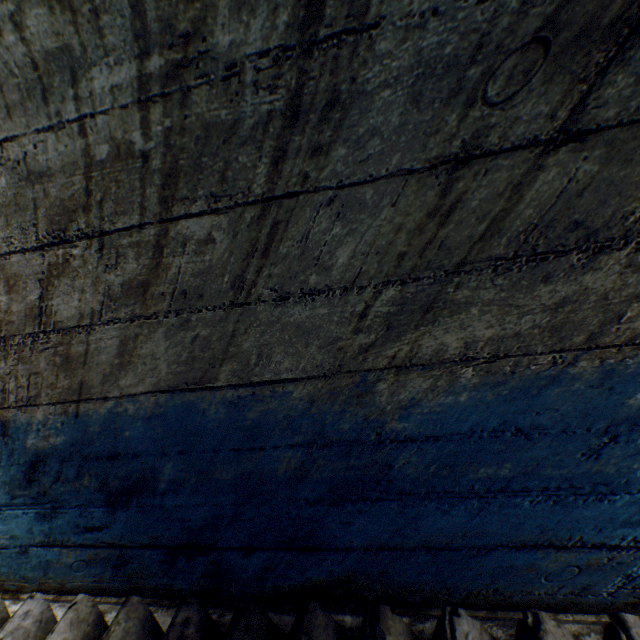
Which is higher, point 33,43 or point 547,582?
point 33,43
